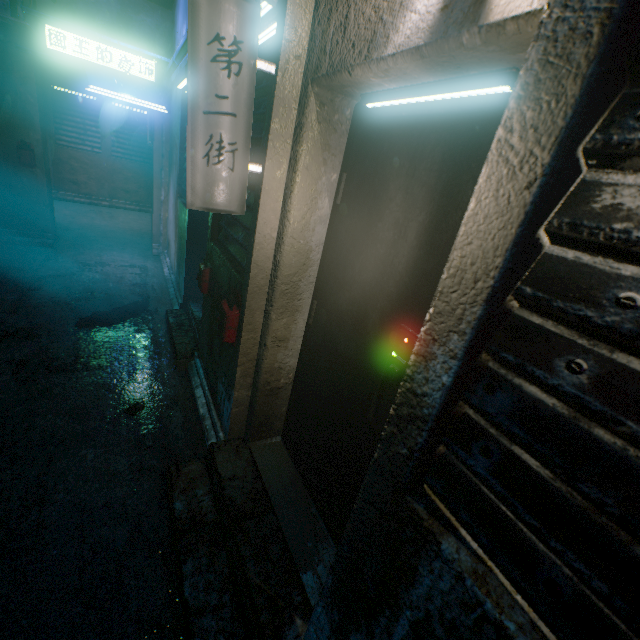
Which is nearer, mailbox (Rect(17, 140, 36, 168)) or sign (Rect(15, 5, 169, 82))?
sign (Rect(15, 5, 169, 82))

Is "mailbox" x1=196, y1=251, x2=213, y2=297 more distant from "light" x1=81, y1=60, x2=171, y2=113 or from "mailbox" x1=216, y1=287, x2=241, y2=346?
"light" x1=81, y1=60, x2=171, y2=113

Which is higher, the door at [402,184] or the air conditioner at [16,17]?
the air conditioner at [16,17]

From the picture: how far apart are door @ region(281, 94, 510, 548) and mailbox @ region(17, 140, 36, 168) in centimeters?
571cm

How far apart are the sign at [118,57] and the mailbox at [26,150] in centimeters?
112cm

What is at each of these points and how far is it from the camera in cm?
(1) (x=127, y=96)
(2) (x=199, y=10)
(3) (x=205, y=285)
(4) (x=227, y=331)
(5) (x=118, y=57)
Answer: (1) light, 409
(2) sign, 122
(3) mailbox, 260
(4) mailbox, 196
(5) sign, 459

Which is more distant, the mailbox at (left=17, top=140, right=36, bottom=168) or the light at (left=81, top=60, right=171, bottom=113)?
the mailbox at (left=17, top=140, right=36, bottom=168)

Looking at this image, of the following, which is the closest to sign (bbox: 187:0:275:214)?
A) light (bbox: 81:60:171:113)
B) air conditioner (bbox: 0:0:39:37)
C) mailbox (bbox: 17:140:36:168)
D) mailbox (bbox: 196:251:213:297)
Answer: mailbox (bbox: 196:251:213:297)
